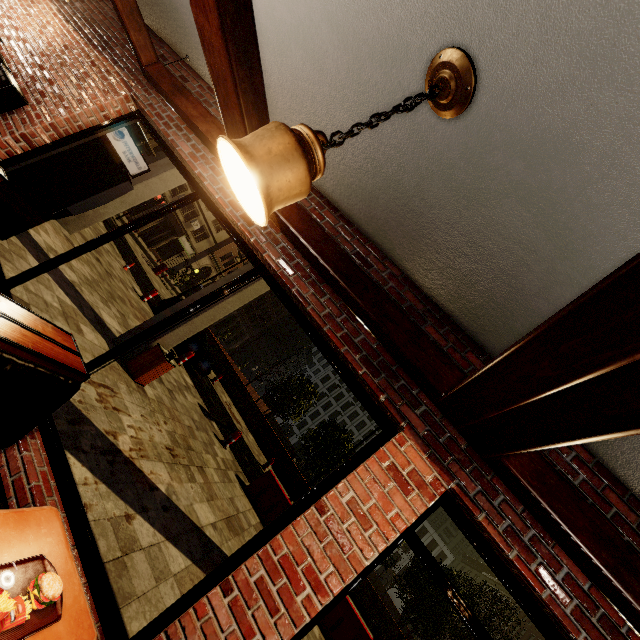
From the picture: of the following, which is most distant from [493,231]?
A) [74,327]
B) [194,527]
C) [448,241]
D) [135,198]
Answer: [135,198]

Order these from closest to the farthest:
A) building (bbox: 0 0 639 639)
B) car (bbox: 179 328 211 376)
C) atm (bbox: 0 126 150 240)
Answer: building (bbox: 0 0 639 639)
atm (bbox: 0 126 150 240)
car (bbox: 179 328 211 376)

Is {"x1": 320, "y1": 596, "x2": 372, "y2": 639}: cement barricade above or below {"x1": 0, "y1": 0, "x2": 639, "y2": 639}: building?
below

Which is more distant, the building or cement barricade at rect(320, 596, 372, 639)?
cement barricade at rect(320, 596, 372, 639)

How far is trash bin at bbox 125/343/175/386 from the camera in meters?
6.8

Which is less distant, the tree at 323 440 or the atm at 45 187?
the atm at 45 187

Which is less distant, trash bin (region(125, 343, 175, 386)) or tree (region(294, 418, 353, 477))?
trash bin (region(125, 343, 175, 386))

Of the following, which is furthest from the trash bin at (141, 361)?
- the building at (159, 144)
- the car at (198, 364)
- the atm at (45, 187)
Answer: the car at (198, 364)
